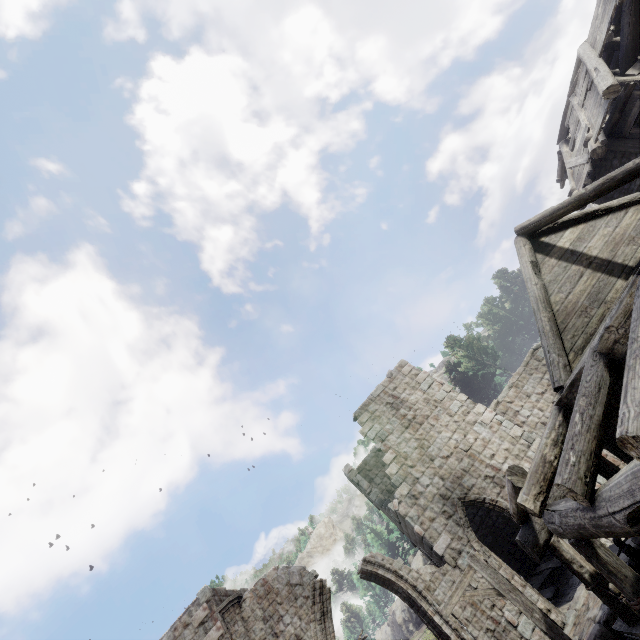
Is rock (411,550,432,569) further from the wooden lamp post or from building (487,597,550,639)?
the wooden lamp post

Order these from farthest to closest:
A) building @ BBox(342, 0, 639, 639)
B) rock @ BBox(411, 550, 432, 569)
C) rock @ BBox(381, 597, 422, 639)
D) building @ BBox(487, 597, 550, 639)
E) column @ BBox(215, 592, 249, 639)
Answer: rock @ BBox(381, 597, 422, 639), rock @ BBox(411, 550, 432, 569), column @ BBox(215, 592, 249, 639), building @ BBox(487, 597, 550, 639), building @ BBox(342, 0, 639, 639)

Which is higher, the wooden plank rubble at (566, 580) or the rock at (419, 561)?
the rock at (419, 561)

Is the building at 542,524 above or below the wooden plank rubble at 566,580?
above

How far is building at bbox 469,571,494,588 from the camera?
10.73m

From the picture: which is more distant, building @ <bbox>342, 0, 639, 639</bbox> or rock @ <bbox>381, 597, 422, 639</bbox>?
rock @ <bbox>381, 597, 422, 639</bbox>

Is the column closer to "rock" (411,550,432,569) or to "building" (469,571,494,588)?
"building" (469,571,494,588)

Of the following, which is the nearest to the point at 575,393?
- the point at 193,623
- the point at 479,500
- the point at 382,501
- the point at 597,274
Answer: the point at 597,274
